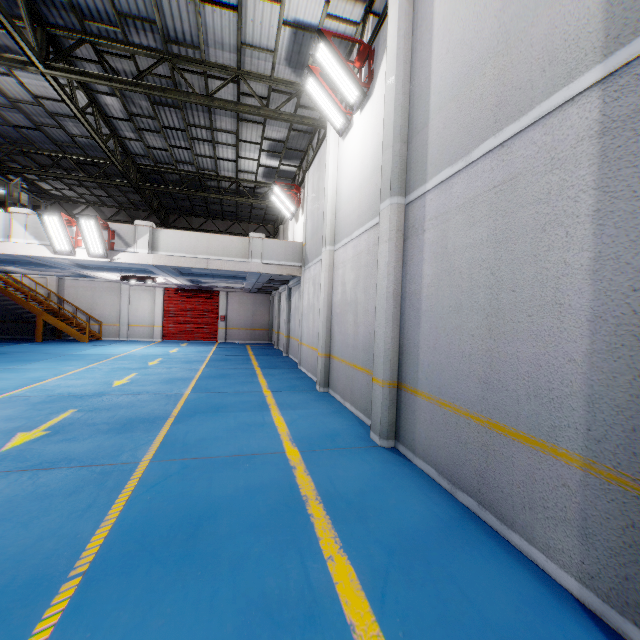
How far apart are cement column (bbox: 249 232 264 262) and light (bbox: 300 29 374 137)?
6.3 meters

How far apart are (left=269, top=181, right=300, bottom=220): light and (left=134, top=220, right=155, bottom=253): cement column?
5.30m

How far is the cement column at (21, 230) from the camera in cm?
1073

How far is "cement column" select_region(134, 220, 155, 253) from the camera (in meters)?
11.67

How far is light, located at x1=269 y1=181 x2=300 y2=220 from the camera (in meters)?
14.27

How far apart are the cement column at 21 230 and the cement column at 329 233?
10.00m

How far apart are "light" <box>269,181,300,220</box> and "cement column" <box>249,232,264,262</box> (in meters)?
2.47

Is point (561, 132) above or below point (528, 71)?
below
